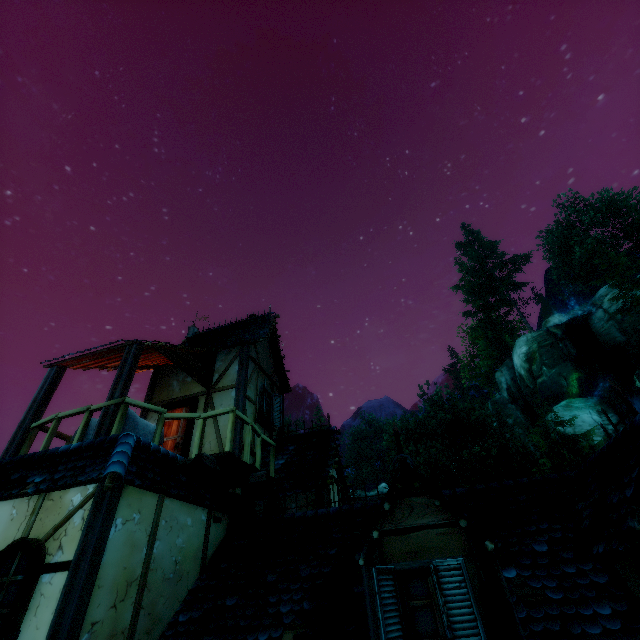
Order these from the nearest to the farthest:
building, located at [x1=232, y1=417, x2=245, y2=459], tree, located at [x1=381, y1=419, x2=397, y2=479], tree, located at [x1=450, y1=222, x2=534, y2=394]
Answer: building, located at [x1=232, y1=417, x2=245, y2=459] → tree, located at [x1=381, y1=419, x2=397, y2=479] → tree, located at [x1=450, y1=222, x2=534, y2=394]

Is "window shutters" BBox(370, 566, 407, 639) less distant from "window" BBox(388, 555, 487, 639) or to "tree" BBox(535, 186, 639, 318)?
"window" BBox(388, 555, 487, 639)

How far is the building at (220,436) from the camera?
8.4m

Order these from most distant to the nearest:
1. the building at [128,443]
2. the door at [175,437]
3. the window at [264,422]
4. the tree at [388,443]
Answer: the tree at [388,443]
the window at [264,422]
the door at [175,437]
the building at [128,443]

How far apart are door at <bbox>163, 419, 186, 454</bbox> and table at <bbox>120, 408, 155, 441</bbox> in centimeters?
150cm

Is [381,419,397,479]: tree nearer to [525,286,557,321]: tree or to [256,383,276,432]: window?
[525,286,557,321]: tree

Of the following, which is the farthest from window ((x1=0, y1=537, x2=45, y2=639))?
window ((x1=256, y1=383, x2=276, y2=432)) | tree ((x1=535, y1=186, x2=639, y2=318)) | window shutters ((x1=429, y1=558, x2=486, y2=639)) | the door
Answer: tree ((x1=535, y1=186, x2=639, y2=318))

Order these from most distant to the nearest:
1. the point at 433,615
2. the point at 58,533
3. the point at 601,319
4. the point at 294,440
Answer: the point at 601,319, the point at 294,440, the point at 58,533, the point at 433,615
